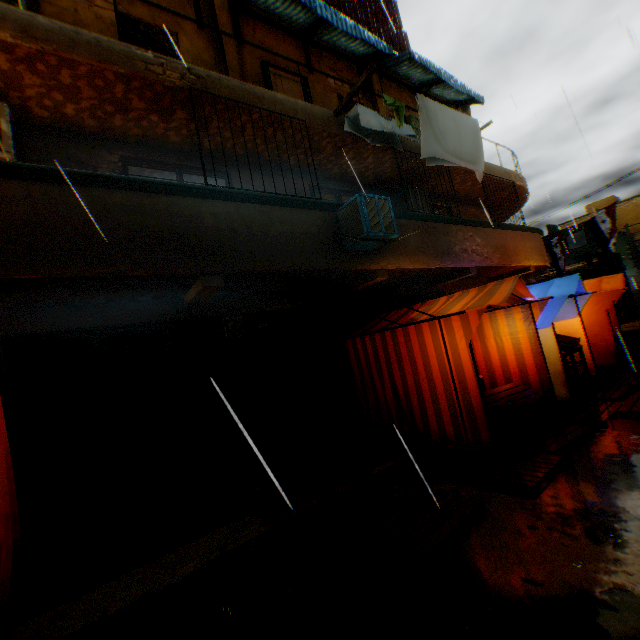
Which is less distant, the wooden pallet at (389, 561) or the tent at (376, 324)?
the wooden pallet at (389, 561)

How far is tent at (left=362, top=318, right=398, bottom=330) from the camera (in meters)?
6.44

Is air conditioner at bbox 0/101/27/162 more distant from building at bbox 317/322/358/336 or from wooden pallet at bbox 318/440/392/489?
wooden pallet at bbox 318/440/392/489

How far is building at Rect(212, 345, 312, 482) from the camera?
5.91m

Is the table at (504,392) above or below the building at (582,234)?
below

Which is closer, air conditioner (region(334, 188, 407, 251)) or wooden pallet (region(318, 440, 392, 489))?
wooden pallet (region(318, 440, 392, 489))

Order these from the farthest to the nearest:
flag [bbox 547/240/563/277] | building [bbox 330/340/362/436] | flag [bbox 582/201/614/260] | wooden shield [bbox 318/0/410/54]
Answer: flag [bbox 547/240/563/277] → flag [bbox 582/201/614/260] → wooden shield [bbox 318/0/410/54] → building [bbox 330/340/362/436]

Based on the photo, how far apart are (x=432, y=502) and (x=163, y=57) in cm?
739
